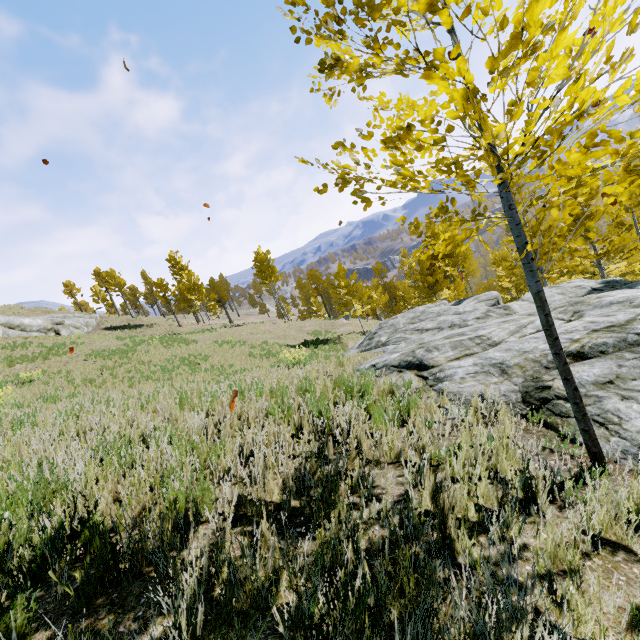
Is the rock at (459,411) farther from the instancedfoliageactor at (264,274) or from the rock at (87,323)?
the rock at (87,323)

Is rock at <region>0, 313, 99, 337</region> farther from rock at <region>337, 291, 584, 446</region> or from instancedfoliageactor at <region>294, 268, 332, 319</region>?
rock at <region>337, 291, 584, 446</region>

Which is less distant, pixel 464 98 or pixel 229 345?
pixel 464 98

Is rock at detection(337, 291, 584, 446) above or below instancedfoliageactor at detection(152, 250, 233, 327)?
below

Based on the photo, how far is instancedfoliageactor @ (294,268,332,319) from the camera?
37.2 meters

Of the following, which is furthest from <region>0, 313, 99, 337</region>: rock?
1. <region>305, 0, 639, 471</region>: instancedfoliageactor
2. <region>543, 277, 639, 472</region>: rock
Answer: <region>543, 277, 639, 472</region>: rock
